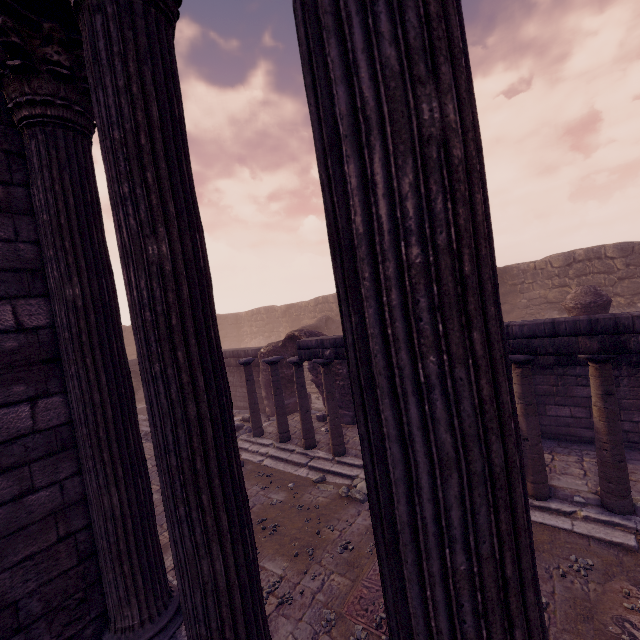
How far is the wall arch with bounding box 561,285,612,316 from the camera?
11.02m

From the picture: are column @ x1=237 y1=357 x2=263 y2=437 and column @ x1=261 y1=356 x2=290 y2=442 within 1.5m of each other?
Result: yes

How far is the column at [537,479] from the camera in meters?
5.5

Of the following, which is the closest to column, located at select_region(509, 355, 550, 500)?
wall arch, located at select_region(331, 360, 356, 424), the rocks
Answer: the rocks

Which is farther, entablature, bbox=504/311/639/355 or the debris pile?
the debris pile

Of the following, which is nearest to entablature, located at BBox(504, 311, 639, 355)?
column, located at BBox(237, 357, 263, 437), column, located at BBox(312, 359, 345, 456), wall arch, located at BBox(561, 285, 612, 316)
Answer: column, located at BBox(312, 359, 345, 456)

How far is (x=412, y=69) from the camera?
0.75m

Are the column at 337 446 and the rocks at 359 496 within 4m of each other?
yes
